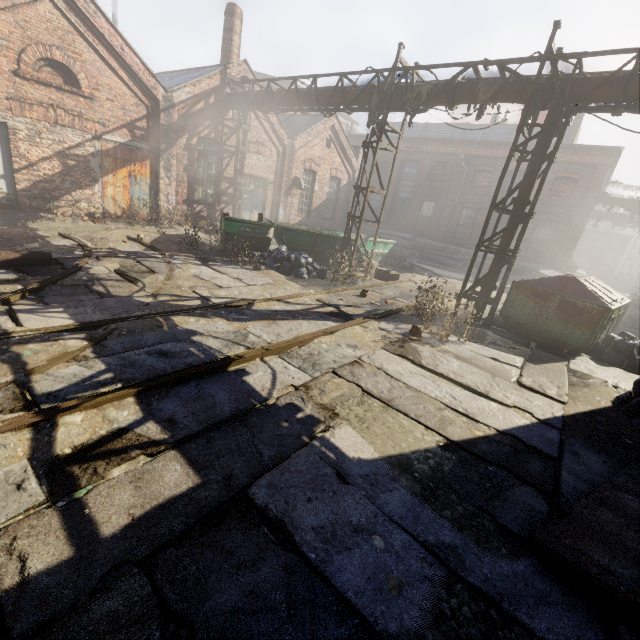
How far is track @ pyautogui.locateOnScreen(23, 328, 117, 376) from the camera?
3.5 meters

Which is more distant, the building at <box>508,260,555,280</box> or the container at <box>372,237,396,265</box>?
the building at <box>508,260,555,280</box>

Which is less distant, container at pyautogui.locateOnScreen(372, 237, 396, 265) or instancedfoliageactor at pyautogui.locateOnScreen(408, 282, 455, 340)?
instancedfoliageactor at pyautogui.locateOnScreen(408, 282, 455, 340)

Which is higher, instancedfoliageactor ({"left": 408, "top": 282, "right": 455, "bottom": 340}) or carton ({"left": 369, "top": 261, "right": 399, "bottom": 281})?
carton ({"left": 369, "top": 261, "right": 399, "bottom": 281})

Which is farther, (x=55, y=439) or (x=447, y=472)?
(x=447, y=472)

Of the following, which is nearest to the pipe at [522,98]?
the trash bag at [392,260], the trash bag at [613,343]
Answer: the trash bag at [613,343]

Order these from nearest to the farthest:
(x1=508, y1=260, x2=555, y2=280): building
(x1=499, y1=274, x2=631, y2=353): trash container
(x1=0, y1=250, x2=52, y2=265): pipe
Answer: (x1=0, y1=250, x2=52, y2=265): pipe → (x1=499, y1=274, x2=631, y2=353): trash container → (x1=508, y1=260, x2=555, y2=280): building

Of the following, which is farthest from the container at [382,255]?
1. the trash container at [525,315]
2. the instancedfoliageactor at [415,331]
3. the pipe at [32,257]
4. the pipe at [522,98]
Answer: the trash container at [525,315]
